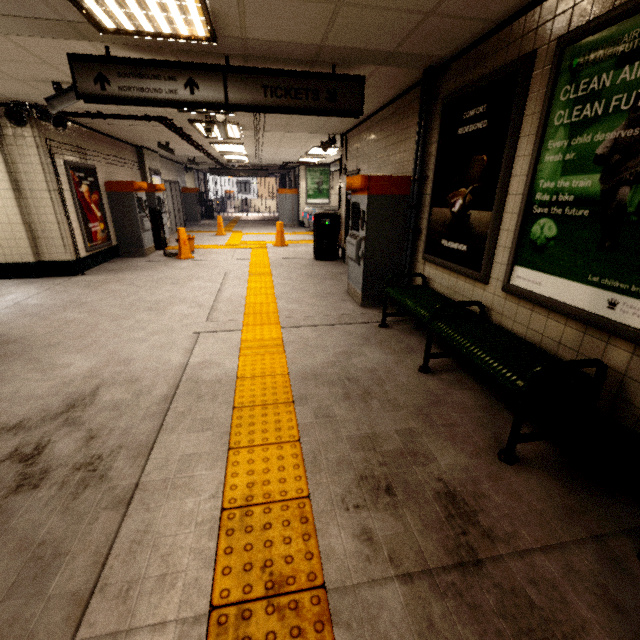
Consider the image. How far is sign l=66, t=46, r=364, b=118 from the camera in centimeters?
326cm

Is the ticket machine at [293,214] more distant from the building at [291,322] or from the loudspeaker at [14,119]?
the building at [291,322]

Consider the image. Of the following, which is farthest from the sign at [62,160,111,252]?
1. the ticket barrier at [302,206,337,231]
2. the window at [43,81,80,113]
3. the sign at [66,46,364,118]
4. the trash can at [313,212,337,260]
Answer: the ticket barrier at [302,206,337,231]

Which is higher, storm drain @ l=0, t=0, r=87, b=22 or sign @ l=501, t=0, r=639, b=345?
storm drain @ l=0, t=0, r=87, b=22

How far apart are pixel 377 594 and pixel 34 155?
8.0m

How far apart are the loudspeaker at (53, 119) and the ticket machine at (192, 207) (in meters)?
10.71

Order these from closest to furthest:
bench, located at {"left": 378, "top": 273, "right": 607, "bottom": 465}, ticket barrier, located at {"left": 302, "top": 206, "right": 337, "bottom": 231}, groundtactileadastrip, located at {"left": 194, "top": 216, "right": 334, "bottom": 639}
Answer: groundtactileadastrip, located at {"left": 194, "top": 216, "right": 334, "bottom": 639}, bench, located at {"left": 378, "top": 273, "right": 607, "bottom": 465}, ticket barrier, located at {"left": 302, "top": 206, "right": 337, "bottom": 231}

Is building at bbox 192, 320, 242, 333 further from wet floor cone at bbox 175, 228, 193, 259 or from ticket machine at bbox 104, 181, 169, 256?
ticket machine at bbox 104, 181, 169, 256
